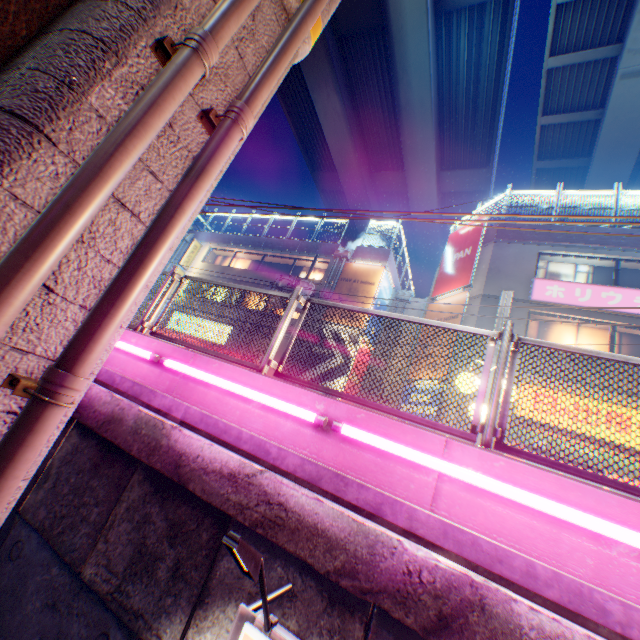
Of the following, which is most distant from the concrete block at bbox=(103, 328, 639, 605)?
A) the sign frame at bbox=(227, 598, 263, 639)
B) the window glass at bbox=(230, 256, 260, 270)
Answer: the window glass at bbox=(230, 256, 260, 270)

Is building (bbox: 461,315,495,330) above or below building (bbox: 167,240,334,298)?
below

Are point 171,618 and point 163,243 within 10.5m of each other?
yes

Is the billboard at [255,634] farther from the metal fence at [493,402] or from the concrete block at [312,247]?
the concrete block at [312,247]

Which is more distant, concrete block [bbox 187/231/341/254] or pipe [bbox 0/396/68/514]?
concrete block [bbox 187/231/341/254]

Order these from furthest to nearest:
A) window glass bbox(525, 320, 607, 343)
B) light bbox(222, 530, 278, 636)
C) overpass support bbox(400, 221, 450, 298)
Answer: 1. overpass support bbox(400, 221, 450, 298)
2. window glass bbox(525, 320, 607, 343)
3. light bbox(222, 530, 278, 636)

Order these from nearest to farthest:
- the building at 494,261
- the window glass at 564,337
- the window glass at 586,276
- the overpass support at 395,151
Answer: the window glass at 564,337, the building at 494,261, the window glass at 586,276, the overpass support at 395,151

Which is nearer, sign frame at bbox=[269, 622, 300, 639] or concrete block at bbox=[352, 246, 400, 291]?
sign frame at bbox=[269, 622, 300, 639]
